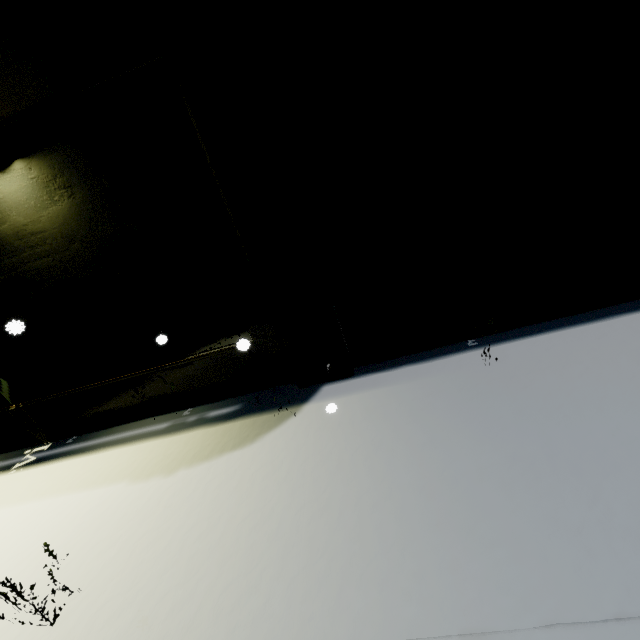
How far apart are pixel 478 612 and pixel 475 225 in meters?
4.2

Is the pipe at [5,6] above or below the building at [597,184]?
above

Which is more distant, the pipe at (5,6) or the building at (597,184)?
the building at (597,184)

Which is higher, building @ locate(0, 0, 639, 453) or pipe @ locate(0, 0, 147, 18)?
pipe @ locate(0, 0, 147, 18)

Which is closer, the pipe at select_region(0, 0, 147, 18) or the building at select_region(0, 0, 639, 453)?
the pipe at select_region(0, 0, 147, 18)
